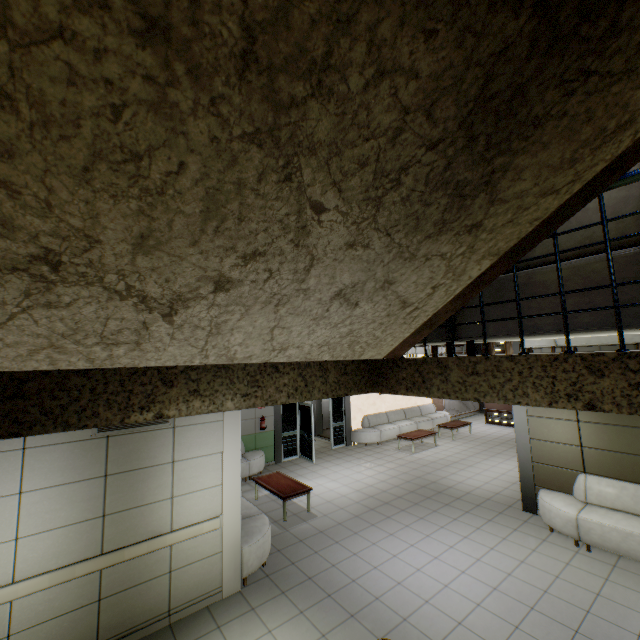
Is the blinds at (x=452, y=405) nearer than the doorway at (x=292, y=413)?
No

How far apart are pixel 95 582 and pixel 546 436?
8.3 meters

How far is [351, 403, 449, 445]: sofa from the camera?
12.9 meters

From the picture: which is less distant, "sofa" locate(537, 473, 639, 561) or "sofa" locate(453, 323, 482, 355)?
"sofa" locate(453, 323, 482, 355)

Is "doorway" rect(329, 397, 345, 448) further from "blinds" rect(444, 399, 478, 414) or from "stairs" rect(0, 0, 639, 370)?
"stairs" rect(0, 0, 639, 370)

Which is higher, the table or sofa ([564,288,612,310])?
sofa ([564,288,612,310])

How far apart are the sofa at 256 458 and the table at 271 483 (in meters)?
0.68

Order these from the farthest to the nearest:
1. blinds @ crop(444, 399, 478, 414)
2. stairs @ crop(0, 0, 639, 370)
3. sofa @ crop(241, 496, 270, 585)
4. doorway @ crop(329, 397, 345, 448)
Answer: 1. blinds @ crop(444, 399, 478, 414)
2. doorway @ crop(329, 397, 345, 448)
3. sofa @ crop(241, 496, 270, 585)
4. stairs @ crop(0, 0, 639, 370)
